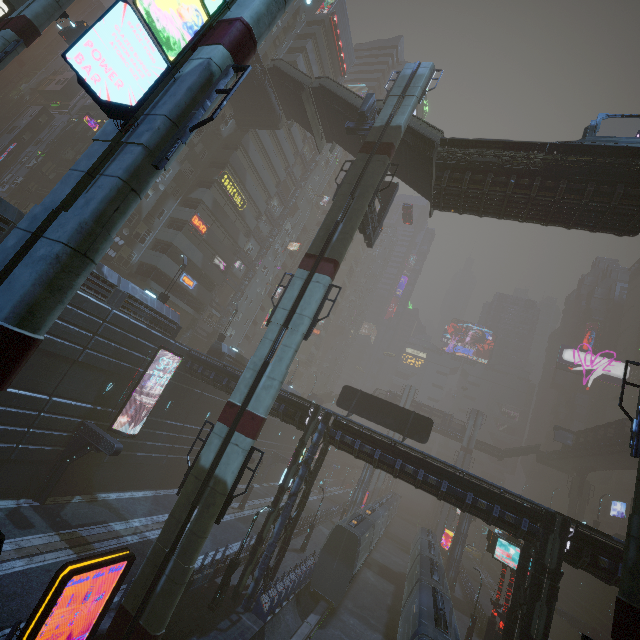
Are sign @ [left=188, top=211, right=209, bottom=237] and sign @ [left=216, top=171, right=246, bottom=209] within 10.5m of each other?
yes

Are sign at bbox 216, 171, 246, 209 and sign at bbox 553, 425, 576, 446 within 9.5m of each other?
no

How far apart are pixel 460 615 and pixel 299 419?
30.3 meters

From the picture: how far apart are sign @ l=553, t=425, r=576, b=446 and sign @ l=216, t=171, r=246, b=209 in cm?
5886

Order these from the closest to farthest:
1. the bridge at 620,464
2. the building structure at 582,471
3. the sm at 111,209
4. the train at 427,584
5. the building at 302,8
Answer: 1. the sm at 111,209
2. the train at 427,584
3. the bridge at 620,464
4. the building at 302,8
5. the building structure at 582,471

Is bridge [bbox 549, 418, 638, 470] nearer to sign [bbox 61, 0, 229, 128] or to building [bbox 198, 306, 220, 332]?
building [bbox 198, 306, 220, 332]

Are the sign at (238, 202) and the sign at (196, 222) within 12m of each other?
yes

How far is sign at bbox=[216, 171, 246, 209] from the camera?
36.62m
